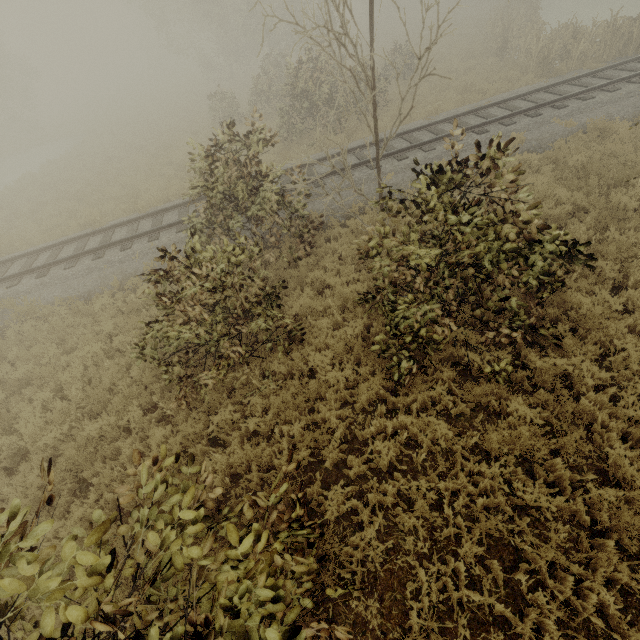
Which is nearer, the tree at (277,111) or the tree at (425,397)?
the tree at (277,111)

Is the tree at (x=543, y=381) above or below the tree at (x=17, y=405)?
below

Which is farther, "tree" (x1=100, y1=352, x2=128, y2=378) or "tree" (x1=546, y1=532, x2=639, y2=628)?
"tree" (x1=100, y1=352, x2=128, y2=378)

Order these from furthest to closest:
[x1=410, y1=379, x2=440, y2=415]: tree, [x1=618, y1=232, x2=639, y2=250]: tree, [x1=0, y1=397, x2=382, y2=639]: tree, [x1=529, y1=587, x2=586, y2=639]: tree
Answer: [x1=618, y1=232, x2=639, y2=250]: tree < [x1=410, y1=379, x2=440, y2=415]: tree < [x1=529, y1=587, x2=586, y2=639]: tree < [x1=0, y1=397, x2=382, y2=639]: tree

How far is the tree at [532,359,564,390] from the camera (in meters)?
5.19

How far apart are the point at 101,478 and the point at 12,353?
5.7 meters
